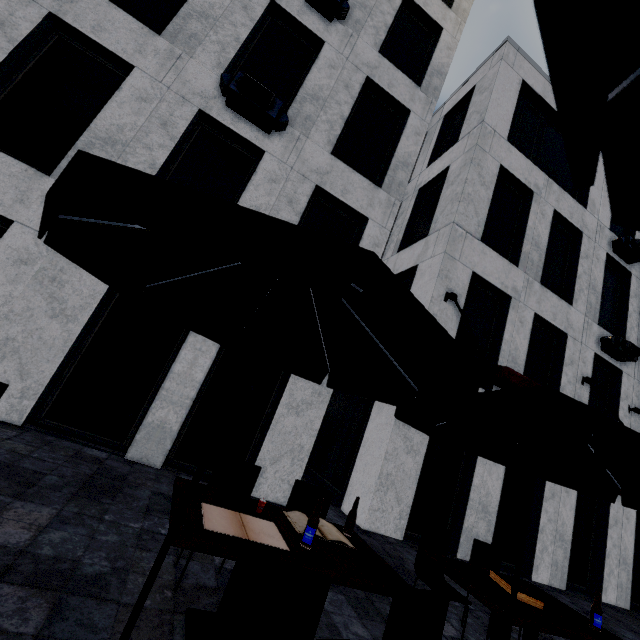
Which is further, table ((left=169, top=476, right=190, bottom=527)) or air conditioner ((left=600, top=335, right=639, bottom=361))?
air conditioner ((left=600, top=335, right=639, bottom=361))

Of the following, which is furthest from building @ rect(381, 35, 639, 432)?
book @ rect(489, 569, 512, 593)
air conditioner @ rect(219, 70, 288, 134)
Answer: air conditioner @ rect(219, 70, 288, 134)

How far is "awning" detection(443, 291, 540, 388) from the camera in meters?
6.1 m

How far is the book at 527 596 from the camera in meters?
3.4

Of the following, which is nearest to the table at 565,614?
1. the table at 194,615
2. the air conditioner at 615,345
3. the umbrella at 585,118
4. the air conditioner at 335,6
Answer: the table at 194,615

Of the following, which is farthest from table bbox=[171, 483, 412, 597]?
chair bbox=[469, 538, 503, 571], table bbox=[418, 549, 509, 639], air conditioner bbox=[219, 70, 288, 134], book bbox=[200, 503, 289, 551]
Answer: air conditioner bbox=[219, 70, 288, 134]

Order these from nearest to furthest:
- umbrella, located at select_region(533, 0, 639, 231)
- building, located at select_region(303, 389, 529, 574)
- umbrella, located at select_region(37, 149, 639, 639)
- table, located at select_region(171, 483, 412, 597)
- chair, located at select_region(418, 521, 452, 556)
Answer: umbrella, located at select_region(533, 0, 639, 231) → umbrella, located at select_region(37, 149, 639, 639) → table, located at select_region(171, 483, 412, 597) → chair, located at select_region(418, 521, 452, 556) → building, located at select_region(303, 389, 529, 574)

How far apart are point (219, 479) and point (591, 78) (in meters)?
4.01
